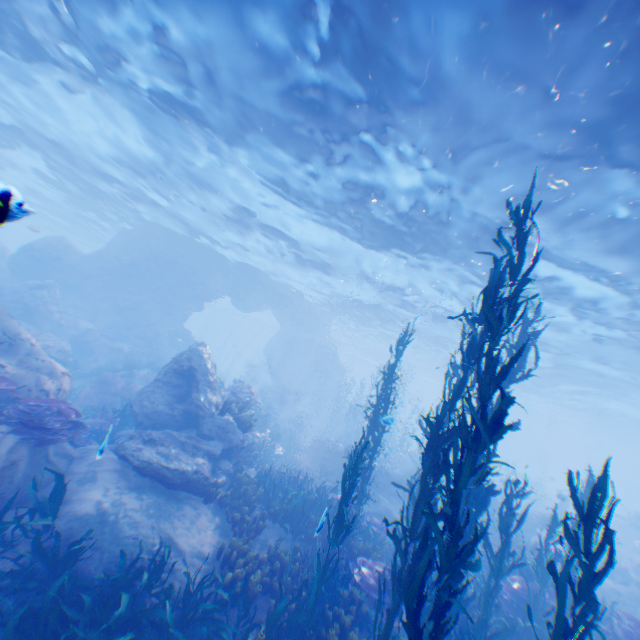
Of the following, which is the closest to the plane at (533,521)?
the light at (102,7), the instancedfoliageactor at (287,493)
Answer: the instancedfoliageactor at (287,493)

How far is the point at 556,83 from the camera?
7.1 meters

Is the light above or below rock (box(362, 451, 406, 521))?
above

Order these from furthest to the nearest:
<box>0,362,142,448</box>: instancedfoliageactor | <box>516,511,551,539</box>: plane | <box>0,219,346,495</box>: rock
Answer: <box>516,511,551,539</box>: plane → <box>0,219,346,495</box>: rock → <box>0,362,142,448</box>: instancedfoliageactor

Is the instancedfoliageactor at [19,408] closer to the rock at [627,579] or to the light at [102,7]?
the rock at [627,579]

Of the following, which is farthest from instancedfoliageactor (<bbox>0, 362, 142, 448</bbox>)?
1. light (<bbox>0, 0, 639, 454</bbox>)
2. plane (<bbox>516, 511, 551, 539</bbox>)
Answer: light (<bbox>0, 0, 639, 454</bbox>)

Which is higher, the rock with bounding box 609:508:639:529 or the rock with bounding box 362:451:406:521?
the rock with bounding box 609:508:639:529

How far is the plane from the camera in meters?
17.5
